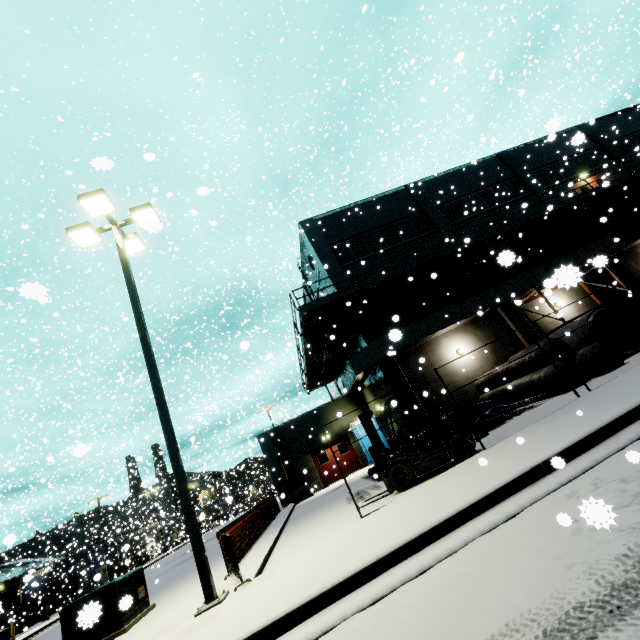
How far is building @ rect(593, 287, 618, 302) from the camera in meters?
19.0

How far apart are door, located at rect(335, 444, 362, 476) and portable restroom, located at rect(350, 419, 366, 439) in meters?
0.8

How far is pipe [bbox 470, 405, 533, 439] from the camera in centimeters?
1047cm

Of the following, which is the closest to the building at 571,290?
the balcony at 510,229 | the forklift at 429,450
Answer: the balcony at 510,229

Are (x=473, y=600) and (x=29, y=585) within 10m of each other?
no

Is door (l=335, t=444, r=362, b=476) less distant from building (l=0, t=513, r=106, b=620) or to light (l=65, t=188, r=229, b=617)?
building (l=0, t=513, r=106, b=620)

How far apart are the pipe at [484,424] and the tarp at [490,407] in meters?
0.1 m
